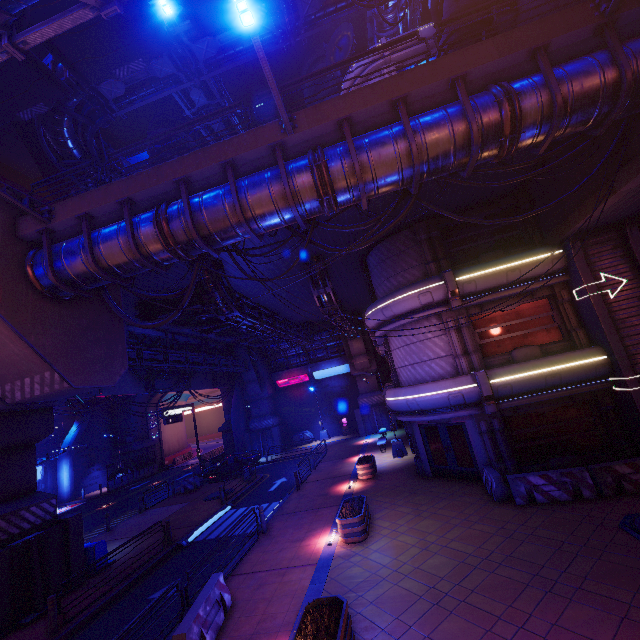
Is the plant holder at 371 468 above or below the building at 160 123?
below

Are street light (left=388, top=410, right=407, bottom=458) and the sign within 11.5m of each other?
no

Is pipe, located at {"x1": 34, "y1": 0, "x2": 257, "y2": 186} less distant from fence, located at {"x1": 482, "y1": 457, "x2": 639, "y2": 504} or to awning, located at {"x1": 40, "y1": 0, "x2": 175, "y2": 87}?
awning, located at {"x1": 40, "y1": 0, "x2": 175, "y2": 87}

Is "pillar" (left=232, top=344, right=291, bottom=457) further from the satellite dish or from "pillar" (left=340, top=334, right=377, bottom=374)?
the satellite dish

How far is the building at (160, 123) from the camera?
45.6m

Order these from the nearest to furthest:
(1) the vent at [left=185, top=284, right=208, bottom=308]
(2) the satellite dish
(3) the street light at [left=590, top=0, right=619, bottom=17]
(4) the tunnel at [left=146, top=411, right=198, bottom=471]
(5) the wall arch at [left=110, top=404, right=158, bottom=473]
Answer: (3) the street light at [left=590, top=0, right=619, bottom=17]
(1) the vent at [left=185, top=284, right=208, bottom=308]
(2) the satellite dish
(5) the wall arch at [left=110, top=404, right=158, bottom=473]
(4) the tunnel at [left=146, top=411, right=198, bottom=471]

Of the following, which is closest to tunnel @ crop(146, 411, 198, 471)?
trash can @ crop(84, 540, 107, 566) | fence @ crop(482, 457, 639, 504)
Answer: trash can @ crop(84, 540, 107, 566)

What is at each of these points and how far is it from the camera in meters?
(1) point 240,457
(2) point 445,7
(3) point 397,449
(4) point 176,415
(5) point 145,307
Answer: (1) car, 29.0 m
(2) building, 15.6 m
(3) street light, 21.8 m
(4) sign, 32.1 m
(5) vent, 18.6 m
